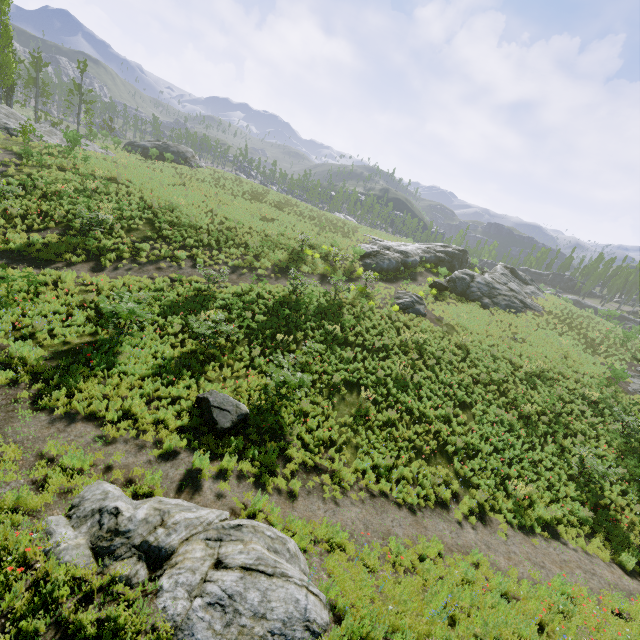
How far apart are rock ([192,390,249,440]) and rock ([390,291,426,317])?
15.42m

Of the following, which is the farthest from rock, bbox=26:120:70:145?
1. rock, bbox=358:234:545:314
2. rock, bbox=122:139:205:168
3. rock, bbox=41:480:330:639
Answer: rock, bbox=358:234:545:314

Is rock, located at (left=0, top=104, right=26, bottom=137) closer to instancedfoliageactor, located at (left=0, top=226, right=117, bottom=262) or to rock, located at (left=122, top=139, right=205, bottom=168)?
instancedfoliageactor, located at (left=0, top=226, right=117, bottom=262)

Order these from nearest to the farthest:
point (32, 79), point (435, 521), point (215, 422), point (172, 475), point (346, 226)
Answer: point (172, 475) < point (215, 422) < point (435, 521) < point (346, 226) < point (32, 79)

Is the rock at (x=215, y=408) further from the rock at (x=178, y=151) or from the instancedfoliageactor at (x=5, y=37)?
the rock at (x=178, y=151)

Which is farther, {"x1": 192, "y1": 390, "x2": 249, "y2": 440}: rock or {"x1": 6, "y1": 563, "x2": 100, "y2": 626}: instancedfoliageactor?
{"x1": 192, "y1": 390, "x2": 249, "y2": 440}: rock

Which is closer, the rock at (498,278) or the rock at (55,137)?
the rock at (55,137)

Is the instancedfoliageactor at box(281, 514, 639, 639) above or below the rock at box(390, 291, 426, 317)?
below
